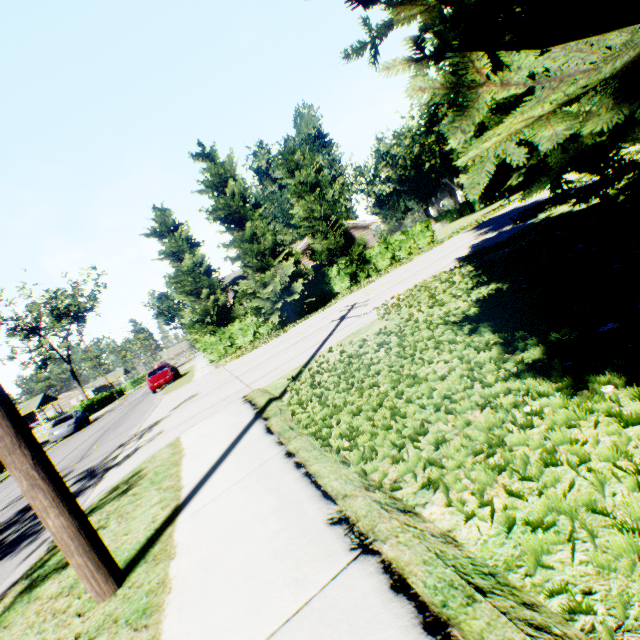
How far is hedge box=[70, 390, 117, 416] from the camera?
40.41m

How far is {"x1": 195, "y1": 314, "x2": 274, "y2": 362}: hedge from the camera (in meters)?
21.67

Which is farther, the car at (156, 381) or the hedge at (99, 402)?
the hedge at (99, 402)

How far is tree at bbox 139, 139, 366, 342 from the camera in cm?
1912

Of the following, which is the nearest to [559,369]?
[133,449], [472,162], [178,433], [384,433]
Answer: [384,433]

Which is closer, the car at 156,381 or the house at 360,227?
the car at 156,381

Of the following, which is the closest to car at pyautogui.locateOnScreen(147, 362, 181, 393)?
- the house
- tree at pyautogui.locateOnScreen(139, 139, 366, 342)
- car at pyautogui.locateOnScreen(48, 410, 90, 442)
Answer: car at pyautogui.locateOnScreen(48, 410, 90, 442)

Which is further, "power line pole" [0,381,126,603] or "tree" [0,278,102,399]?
"tree" [0,278,102,399]
